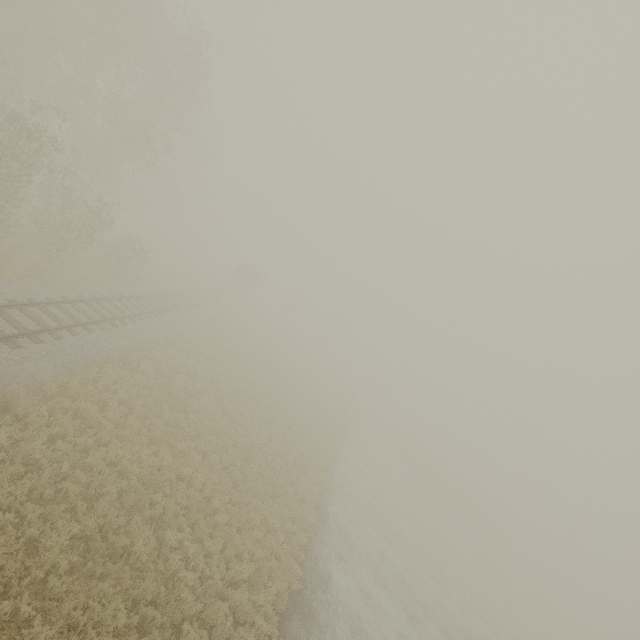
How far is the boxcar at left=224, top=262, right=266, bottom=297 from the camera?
47.1 meters

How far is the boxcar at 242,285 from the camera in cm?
4712

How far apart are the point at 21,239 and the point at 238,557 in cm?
2054
